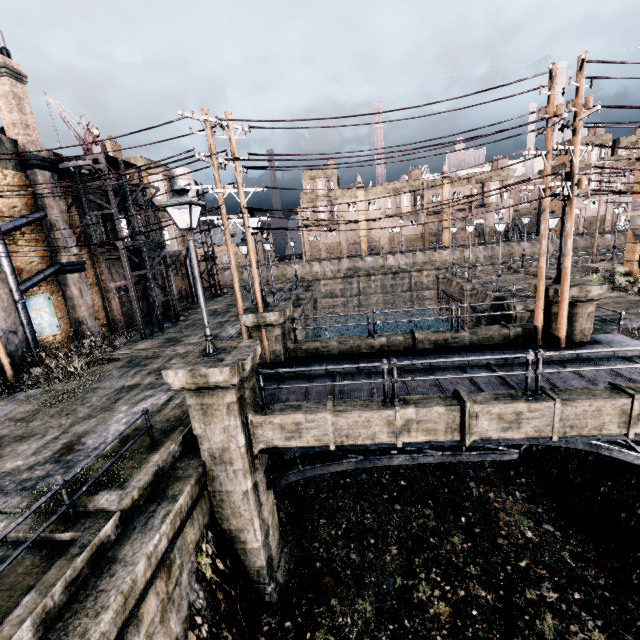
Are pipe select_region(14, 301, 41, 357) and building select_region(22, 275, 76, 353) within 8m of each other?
yes

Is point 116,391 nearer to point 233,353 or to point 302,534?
point 233,353

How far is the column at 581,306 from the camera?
12.4m

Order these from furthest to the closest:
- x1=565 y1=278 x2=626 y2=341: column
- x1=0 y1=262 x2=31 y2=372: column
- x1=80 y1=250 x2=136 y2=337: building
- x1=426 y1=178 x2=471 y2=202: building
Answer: x1=426 y1=178 x2=471 y2=202: building → x1=80 y1=250 x2=136 y2=337: building → x1=0 y1=262 x2=31 y2=372: column → x1=565 y1=278 x2=626 y2=341: column

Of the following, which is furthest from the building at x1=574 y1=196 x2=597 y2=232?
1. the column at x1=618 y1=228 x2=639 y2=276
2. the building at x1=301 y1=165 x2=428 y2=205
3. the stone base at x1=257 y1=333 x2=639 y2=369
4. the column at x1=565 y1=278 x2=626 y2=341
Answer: the stone base at x1=257 y1=333 x2=639 y2=369

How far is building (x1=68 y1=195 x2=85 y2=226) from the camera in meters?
21.0 m

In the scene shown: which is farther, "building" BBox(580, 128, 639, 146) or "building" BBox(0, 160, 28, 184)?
"building" BBox(580, 128, 639, 146)

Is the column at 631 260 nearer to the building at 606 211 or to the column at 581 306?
the column at 581 306
